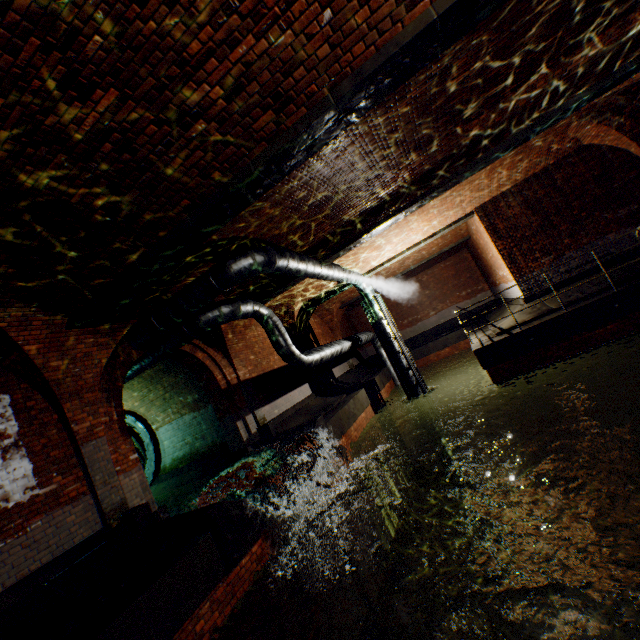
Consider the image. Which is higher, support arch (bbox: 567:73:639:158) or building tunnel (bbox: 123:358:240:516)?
support arch (bbox: 567:73:639:158)

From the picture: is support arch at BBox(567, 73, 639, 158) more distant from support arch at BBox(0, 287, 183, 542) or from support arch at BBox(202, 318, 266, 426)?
support arch at BBox(202, 318, 266, 426)

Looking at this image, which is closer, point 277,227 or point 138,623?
point 138,623

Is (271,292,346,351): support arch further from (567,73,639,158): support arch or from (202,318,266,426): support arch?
(567,73,639,158): support arch

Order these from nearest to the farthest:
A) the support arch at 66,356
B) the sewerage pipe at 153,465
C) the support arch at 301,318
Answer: the support arch at 66,356
the sewerage pipe at 153,465
the support arch at 301,318

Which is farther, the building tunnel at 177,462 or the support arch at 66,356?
the building tunnel at 177,462

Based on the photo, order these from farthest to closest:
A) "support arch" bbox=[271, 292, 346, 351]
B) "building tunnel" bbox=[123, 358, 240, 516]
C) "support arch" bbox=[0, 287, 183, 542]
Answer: "support arch" bbox=[271, 292, 346, 351] → "building tunnel" bbox=[123, 358, 240, 516] → "support arch" bbox=[0, 287, 183, 542]

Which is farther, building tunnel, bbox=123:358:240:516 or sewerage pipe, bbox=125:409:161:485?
sewerage pipe, bbox=125:409:161:485
